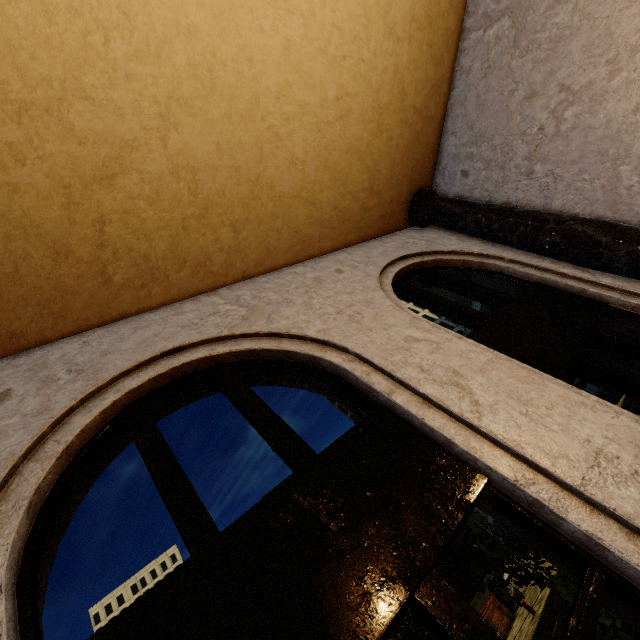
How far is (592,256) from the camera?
4.8 meters

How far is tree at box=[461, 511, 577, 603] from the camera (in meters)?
4.10

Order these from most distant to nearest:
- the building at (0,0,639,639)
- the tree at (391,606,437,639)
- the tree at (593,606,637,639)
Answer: the tree at (391,606,437,639)
the tree at (593,606,637,639)
the building at (0,0,639,639)

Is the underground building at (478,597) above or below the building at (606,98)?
below

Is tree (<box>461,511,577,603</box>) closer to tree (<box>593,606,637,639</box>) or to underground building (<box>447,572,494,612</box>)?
underground building (<box>447,572,494,612</box>)

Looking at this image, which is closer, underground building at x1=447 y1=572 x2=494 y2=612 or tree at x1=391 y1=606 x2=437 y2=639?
tree at x1=391 y1=606 x2=437 y2=639

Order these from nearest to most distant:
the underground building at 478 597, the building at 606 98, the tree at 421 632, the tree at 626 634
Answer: the building at 606 98 → the tree at 626 634 → the tree at 421 632 → the underground building at 478 597

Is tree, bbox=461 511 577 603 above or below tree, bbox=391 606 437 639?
A: below
